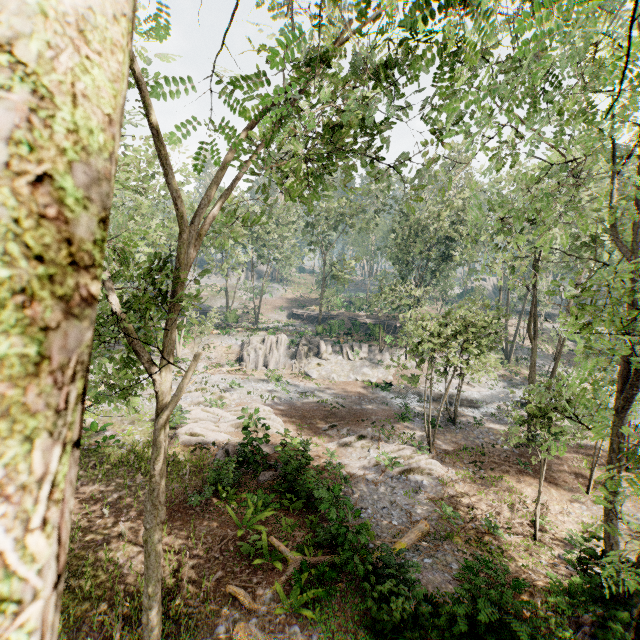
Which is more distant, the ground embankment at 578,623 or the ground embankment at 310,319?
the ground embankment at 310,319

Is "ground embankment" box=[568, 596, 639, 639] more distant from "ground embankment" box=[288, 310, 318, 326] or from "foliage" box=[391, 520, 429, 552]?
"ground embankment" box=[288, 310, 318, 326]

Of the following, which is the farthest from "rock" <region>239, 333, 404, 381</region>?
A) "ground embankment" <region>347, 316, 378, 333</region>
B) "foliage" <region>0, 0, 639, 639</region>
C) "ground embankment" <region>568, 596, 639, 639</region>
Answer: "ground embankment" <region>568, 596, 639, 639</region>

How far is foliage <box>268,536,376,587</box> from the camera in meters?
9.6

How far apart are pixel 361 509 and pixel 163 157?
14.91m

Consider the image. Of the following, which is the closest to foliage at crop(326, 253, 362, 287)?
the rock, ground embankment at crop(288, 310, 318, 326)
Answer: the rock

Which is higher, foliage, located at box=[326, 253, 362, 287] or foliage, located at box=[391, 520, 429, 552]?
foliage, located at box=[326, 253, 362, 287]

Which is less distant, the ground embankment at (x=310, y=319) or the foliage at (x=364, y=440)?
the foliage at (x=364, y=440)
